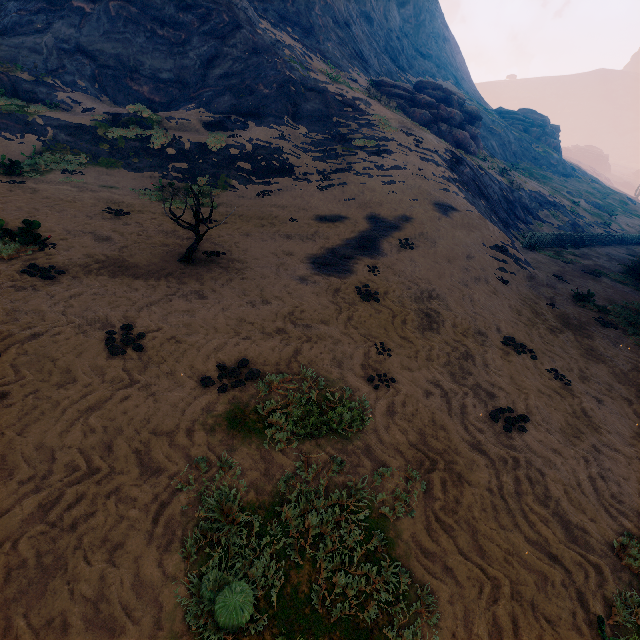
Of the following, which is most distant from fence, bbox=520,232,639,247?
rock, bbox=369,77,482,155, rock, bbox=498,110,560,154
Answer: rock, bbox=498,110,560,154

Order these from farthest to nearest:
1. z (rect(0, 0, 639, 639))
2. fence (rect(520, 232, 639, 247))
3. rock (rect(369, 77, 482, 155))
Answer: rock (rect(369, 77, 482, 155)) → fence (rect(520, 232, 639, 247)) → z (rect(0, 0, 639, 639))

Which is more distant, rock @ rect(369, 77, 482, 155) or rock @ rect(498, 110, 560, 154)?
rock @ rect(498, 110, 560, 154)

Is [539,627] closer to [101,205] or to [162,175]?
[101,205]

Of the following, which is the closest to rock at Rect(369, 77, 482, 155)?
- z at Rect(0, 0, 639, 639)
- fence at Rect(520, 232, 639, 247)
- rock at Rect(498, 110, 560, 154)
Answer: z at Rect(0, 0, 639, 639)

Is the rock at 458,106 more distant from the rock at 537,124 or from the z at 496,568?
the rock at 537,124

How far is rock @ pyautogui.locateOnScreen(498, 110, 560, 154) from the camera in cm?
5569

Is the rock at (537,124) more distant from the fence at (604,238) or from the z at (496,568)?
the fence at (604,238)
